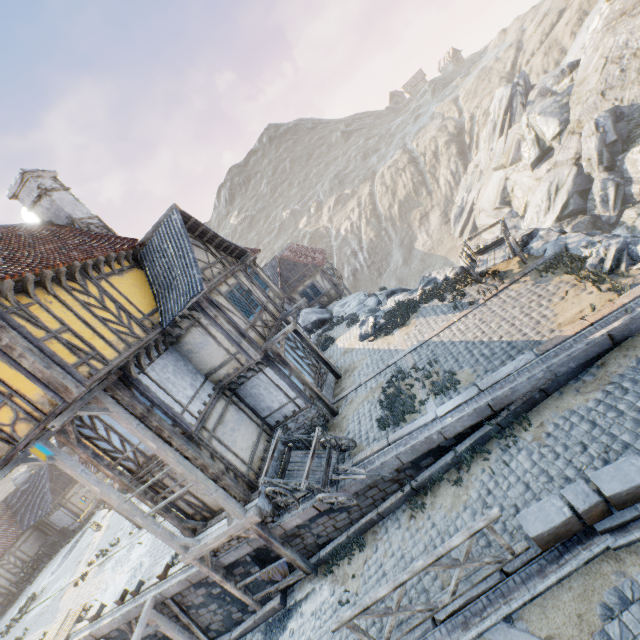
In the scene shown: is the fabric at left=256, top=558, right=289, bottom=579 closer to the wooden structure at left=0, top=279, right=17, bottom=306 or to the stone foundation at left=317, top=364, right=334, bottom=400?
the stone foundation at left=317, top=364, right=334, bottom=400

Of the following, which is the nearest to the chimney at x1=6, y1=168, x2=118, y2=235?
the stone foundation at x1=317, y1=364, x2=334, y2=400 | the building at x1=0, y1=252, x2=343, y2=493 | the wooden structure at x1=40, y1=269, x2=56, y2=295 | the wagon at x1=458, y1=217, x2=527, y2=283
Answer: the building at x1=0, y1=252, x2=343, y2=493

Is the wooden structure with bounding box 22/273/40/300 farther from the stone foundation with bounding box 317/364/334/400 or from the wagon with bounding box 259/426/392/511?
the stone foundation with bounding box 317/364/334/400

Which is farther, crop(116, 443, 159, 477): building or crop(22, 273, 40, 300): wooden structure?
crop(116, 443, 159, 477): building

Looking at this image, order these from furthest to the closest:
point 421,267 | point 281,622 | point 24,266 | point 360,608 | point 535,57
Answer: point 421,267 < point 535,57 < point 281,622 < point 24,266 < point 360,608

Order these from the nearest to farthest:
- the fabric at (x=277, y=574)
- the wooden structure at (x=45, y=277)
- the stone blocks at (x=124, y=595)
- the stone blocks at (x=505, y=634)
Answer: the stone blocks at (x=505, y=634) < the wooden structure at (x=45, y=277) < the fabric at (x=277, y=574) < the stone blocks at (x=124, y=595)

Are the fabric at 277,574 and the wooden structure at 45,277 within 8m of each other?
no

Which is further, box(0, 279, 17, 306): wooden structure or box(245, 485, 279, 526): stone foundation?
box(245, 485, 279, 526): stone foundation
